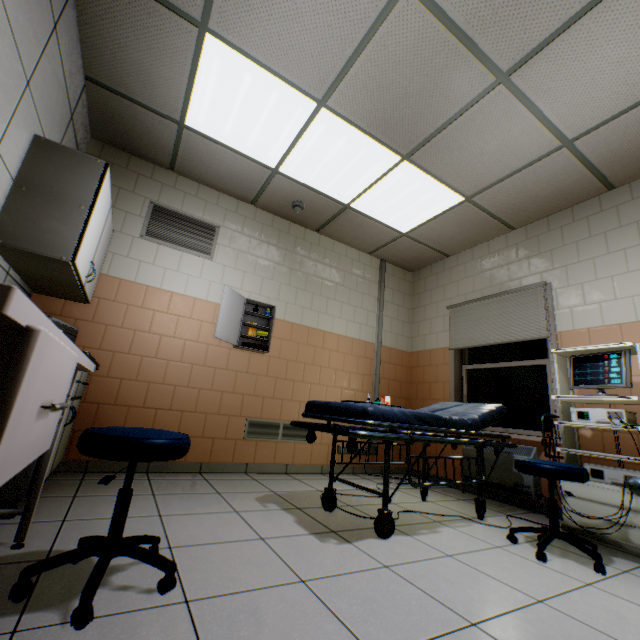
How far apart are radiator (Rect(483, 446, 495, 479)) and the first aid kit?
2.7m

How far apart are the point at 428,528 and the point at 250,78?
3.8 meters

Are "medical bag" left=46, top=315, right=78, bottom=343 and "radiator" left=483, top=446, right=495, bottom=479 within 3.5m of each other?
no

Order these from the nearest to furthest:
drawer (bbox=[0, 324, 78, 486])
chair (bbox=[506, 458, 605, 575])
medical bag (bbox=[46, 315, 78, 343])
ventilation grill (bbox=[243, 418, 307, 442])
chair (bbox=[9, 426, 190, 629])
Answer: drawer (bbox=[0, 324, 78, 486]) → chair (bbox=[9, 426, 190, 629]) → chair (bbox=[506, 458, 605, 575]) → medical bag (bbox=[46, 315, 78, 343]) → ventilation grill (bbox=[243, 418, 307, 442])

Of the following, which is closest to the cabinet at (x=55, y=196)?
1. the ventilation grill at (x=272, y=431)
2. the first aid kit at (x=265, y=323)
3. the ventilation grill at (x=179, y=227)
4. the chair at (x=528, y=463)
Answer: the ventilation grill at (x=179, y=227)

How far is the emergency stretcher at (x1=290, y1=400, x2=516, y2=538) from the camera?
2.09m

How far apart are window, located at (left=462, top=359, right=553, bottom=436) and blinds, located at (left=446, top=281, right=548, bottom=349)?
0.2m

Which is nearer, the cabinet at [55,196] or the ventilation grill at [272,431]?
the cabinet at [55,196]
